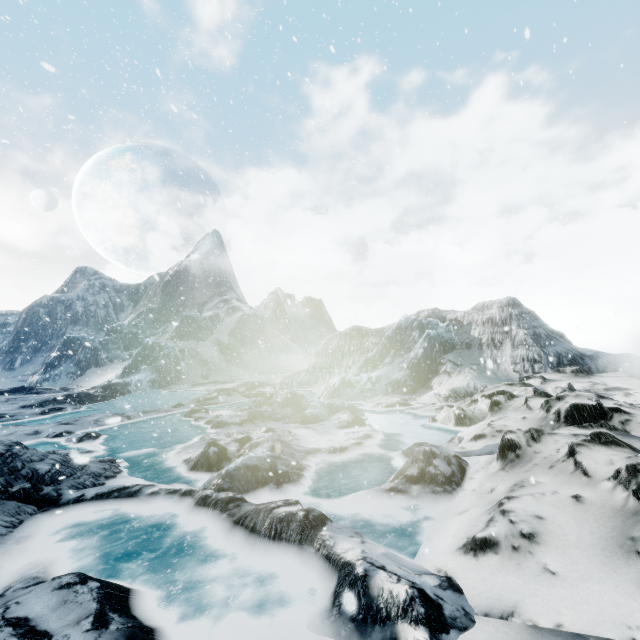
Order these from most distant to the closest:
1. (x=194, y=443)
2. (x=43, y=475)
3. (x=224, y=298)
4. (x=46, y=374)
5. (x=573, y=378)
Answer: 1. (x=224, y=298)
2. (x=46, y=374)
3. (x=573, y=378)
4. (x=194, y=443)
5. (x=43, y=475)
